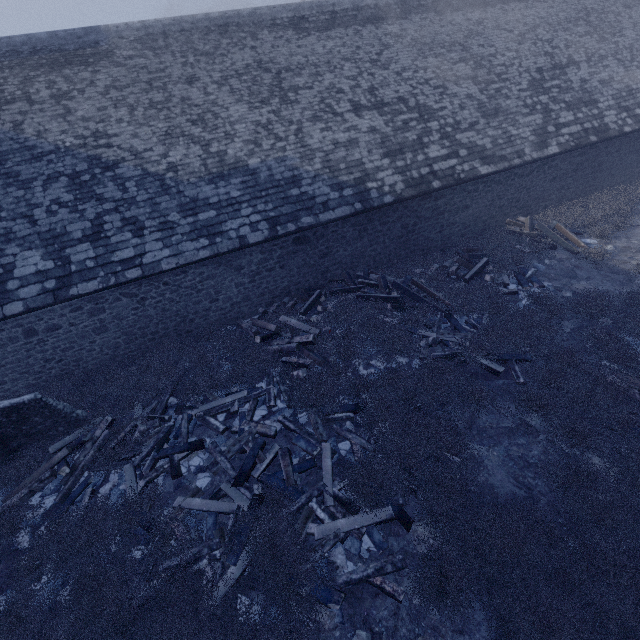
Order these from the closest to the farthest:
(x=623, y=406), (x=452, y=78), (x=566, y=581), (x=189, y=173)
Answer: (x=566, y=581), (x=623, y=406), (x=189, y=173), (x=452, y=78)

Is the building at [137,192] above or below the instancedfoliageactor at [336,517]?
above

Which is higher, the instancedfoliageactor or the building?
the building

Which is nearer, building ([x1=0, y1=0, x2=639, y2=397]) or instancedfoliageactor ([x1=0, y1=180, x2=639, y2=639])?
instancedfoliageactor ([x1=0, y1=180, x2=639, y2=639])

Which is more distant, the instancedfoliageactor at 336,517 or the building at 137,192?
the building at 137,192
